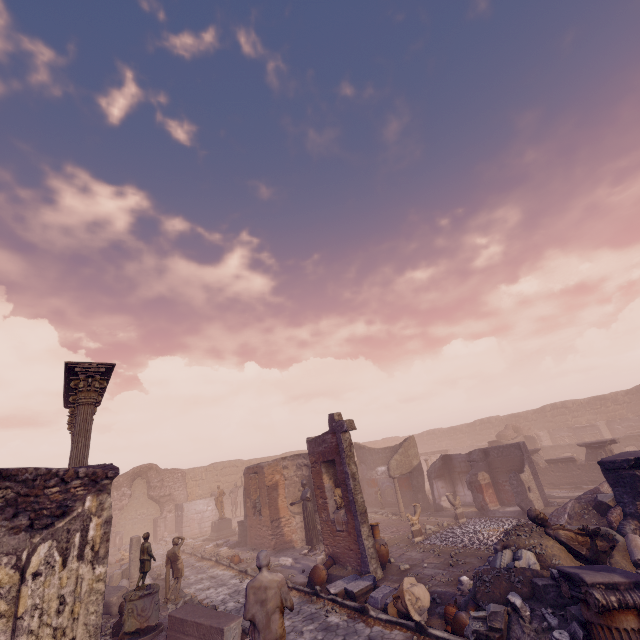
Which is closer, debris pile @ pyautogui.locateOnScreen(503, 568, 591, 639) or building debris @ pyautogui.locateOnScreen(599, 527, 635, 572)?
debris pile @ pyautogui.locateOnScreen(503, 568, 591, 639)

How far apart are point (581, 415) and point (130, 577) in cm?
3806

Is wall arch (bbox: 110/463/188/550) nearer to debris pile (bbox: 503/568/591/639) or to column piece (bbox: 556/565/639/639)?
column piece (bbox: 556/565/639/639)

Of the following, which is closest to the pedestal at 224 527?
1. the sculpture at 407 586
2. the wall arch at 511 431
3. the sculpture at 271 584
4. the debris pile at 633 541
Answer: the sculpture at 407 586

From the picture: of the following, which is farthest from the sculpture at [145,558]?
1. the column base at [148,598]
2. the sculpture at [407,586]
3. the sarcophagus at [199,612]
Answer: the sculpture at [407,586]

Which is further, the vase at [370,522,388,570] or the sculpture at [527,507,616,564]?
the vase at [370,522,388,570]

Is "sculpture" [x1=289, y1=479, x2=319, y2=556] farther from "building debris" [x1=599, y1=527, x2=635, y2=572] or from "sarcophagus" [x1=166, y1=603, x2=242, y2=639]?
"building debris" [x1=599, y1=527, x2=635, y2=572]

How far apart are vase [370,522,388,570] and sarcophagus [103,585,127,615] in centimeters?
888cm
